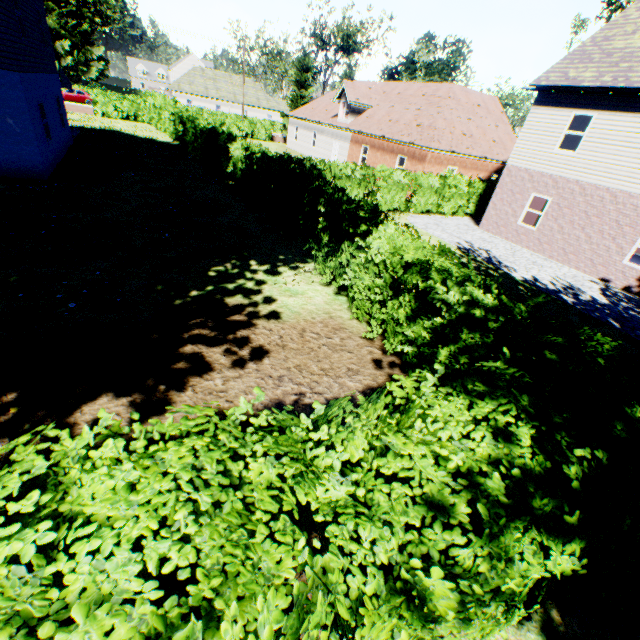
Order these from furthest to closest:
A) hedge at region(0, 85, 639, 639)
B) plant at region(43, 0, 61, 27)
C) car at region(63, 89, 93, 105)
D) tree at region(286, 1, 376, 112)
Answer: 1. plant at region(43, 0, 61, 27)
2. car at region(63, 89, 93, 105)
3. tree at region(286, 1, 376, 112)
4. hedge at region(0, 85, 639, 639)

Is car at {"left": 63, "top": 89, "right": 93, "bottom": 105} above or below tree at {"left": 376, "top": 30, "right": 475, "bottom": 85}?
below

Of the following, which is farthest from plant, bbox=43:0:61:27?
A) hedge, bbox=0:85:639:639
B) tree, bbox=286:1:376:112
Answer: hedge, bbox=0:85:639:639

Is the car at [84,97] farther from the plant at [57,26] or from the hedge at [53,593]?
the plant at [57,26]

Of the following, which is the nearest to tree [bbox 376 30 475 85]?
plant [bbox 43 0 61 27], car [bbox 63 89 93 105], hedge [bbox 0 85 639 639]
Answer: hedge [bbox 0 85 639 639]

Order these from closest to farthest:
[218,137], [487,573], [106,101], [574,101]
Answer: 1. [487,573]
2. [574,101]
3. [218,137]
4. [106,101]

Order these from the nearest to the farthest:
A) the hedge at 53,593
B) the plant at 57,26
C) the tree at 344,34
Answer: the hedge at 53,593 → the tree at 344,34 → the plant at 57,26

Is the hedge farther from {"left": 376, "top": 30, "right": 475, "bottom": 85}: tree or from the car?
the car
